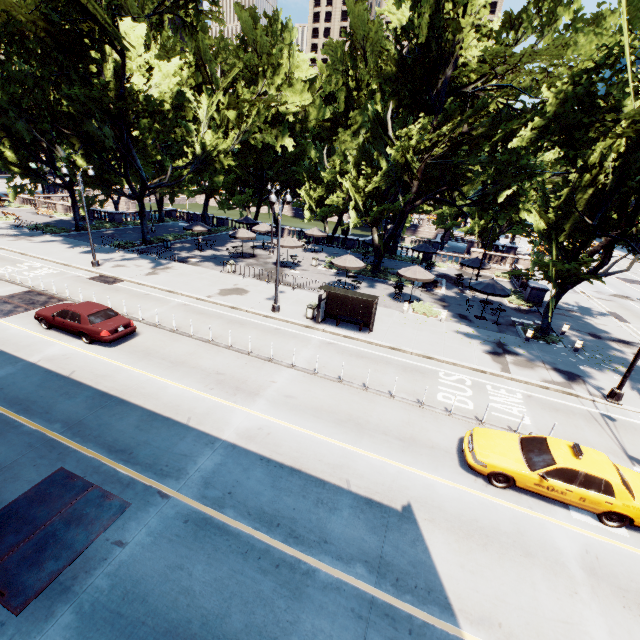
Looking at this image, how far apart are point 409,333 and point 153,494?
15.5m

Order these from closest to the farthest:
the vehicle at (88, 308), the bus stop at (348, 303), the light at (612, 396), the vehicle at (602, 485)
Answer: the vehicle at (602, 485) < the light at (612, 396) < the vehicle at (88, 308) < the bus stop at (348, 303)

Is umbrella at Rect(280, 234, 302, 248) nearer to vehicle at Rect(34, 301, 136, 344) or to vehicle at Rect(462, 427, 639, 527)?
vehicle at Rect(34, 301, 136, 344)

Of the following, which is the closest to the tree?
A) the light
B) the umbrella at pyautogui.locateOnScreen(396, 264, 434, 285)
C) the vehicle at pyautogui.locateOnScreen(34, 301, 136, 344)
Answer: the light

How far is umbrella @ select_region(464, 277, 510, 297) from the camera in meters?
22.0 m

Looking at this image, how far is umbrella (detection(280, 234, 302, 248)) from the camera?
29.97m

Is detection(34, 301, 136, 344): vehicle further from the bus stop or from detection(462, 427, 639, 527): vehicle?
detection(462, 427, 639, 527): vehicle

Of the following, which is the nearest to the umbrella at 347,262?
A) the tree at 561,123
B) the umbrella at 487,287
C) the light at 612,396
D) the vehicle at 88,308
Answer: the tree at 561,123
